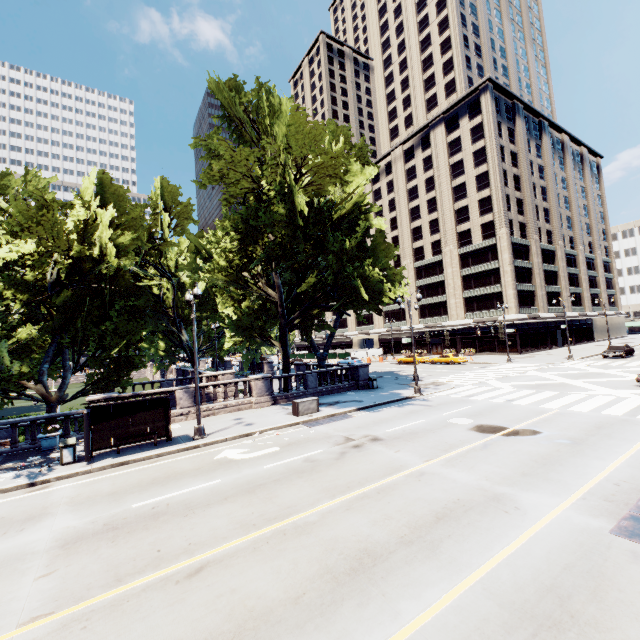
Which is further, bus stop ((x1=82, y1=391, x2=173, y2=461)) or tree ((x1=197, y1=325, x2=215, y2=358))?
tree ((x1=197, y1=325, x2=215, y2=358))

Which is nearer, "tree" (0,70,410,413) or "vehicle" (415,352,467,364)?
"tree" (0,70,410,413)

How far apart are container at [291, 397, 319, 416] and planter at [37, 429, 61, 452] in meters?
11.5

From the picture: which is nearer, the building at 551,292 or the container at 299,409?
the container at 299,409

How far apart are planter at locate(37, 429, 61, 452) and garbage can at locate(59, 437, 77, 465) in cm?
253

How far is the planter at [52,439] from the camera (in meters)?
Answer: 15.08

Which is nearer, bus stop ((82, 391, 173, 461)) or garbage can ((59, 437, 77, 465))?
garbage can ((59, 437, 77, 465))

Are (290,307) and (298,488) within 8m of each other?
no
